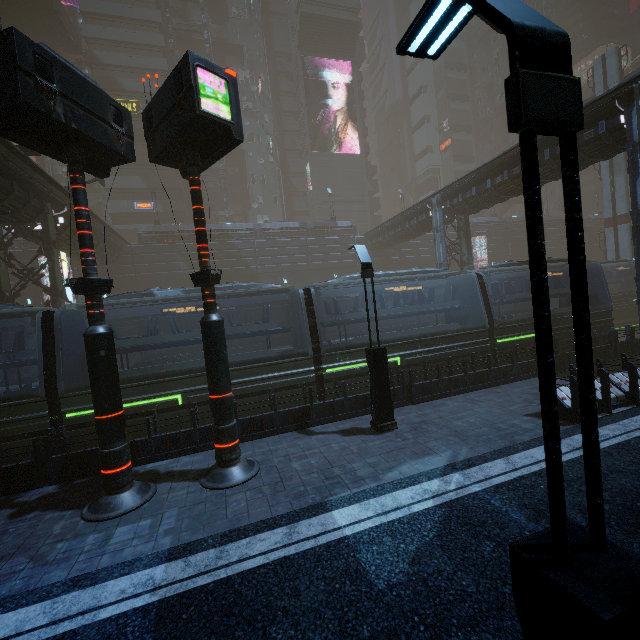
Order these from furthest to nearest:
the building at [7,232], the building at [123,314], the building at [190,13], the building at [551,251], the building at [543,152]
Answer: the building at [551,251]
the building at [190,13]
the building at [123,314]
the building at [543,152]
the building at [7,232]

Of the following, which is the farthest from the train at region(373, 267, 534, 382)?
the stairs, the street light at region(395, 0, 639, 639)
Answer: the stairs

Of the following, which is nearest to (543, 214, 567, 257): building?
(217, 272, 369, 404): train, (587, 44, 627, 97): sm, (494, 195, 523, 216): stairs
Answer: (217, 272, 369, 404): train

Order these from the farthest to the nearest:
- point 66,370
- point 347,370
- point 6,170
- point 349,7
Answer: point 349,7
point 6,170
point 347,370
point 66,370

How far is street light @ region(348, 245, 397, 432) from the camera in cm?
936

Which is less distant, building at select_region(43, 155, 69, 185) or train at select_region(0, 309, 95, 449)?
train at select_region(0, 309, 95, 449)

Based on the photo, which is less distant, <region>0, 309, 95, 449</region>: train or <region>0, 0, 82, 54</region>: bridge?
<region>0, 309, 95, 449</region>: train

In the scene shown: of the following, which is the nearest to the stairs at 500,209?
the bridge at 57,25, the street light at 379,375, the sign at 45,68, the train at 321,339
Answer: the train at 321,339
